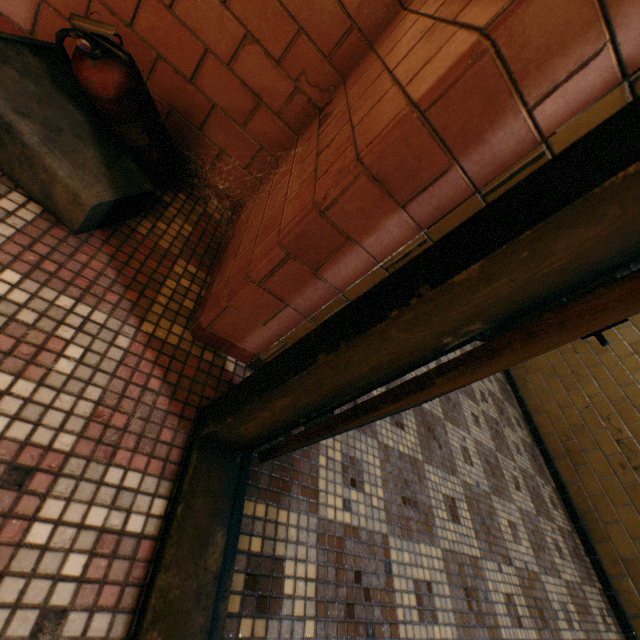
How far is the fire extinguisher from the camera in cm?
86

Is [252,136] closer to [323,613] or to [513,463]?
[323,613]

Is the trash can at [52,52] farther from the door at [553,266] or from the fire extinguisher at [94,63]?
the door at [553,266]

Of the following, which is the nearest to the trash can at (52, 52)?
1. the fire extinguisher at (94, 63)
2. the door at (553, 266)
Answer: the fire extinguisher at (94, 63)

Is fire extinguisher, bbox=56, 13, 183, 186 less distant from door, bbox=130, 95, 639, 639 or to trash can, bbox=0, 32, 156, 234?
trash can, bbox=0, 32, 156, 234

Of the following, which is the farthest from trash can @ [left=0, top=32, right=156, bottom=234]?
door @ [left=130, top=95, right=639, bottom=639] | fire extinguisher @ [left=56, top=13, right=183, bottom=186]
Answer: door @ [left=130, top=95, right=639, bottom=639]
